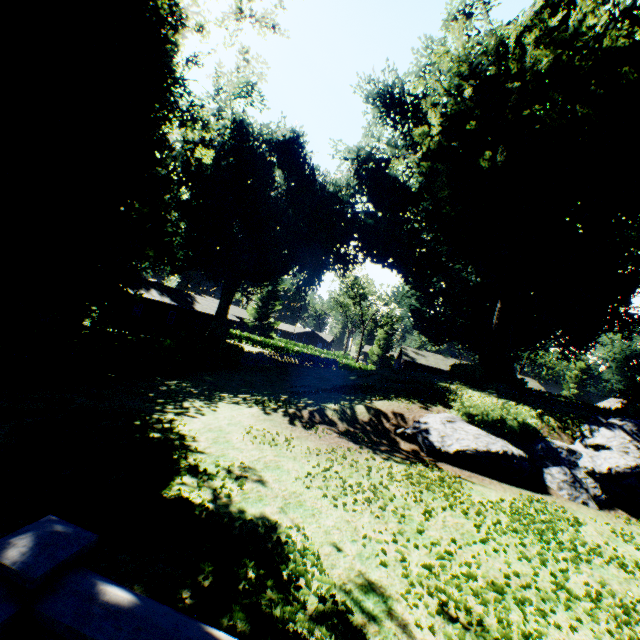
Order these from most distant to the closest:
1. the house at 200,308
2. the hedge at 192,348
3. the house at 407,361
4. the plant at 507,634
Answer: the house at 407,361
the house at 200,308
the hedge at 192,348
the plant at 507,634

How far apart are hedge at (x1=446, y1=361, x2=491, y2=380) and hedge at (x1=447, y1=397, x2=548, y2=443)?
8.5 meters

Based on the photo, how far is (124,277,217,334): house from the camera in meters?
36.5

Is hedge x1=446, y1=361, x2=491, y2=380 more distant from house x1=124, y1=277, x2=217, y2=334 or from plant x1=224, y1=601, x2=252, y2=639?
house x1=124, y1=277, x2=217, y2=334

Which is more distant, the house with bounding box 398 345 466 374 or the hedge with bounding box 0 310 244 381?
the house with bounding box 398 345 466 374

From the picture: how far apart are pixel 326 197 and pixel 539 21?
21.85m

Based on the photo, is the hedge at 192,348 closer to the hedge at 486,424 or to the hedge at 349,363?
the hedge at 486,424

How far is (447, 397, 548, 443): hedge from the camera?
11.9m
